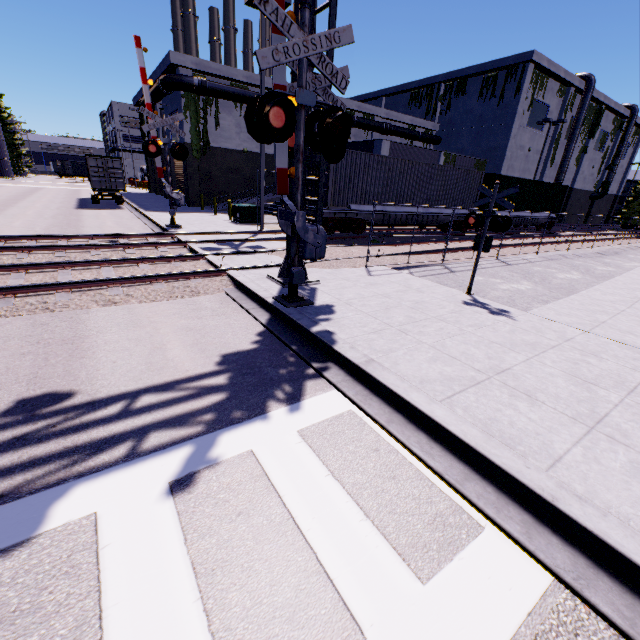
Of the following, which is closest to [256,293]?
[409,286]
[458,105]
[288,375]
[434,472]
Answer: [288,375]

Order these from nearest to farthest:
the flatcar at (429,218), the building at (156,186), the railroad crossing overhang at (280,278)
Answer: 1. the railroad crossing overhang at (280,278)
2. the flatcar at (429,218)
3. the building at (156,186)

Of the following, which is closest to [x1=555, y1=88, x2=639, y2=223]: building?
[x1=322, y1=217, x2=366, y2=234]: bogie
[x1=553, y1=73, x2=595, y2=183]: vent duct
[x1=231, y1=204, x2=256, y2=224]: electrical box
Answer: [x1=553, y1=73, x2=595, y2=183]: vent duct

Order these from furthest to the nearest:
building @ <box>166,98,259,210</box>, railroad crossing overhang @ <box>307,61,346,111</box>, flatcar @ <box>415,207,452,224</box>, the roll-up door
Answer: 1. the roll-up door
2. building @ <box>166,98,259,210</box>
3. flatcar @ <box>415,207,452,224</box>
4. railroad crossing overhang @ <box>307,61,346,111</box>

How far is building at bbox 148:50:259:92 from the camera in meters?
23.5 m

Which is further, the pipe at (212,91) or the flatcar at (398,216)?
the pipe at (212,91)

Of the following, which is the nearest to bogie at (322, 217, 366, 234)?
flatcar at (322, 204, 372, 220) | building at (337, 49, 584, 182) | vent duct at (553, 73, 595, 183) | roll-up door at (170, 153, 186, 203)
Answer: flatcar at (322, 204, 372, 220)

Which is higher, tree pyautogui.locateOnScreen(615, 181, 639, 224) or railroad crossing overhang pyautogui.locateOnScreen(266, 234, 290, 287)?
tree pyautogui.locateOnScreen(615, 181, 639, 224)
